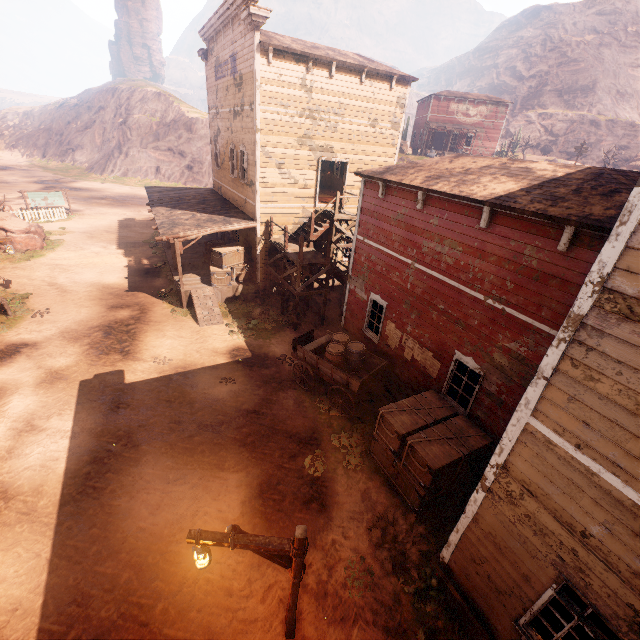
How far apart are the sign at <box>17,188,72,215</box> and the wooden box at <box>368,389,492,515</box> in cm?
3359

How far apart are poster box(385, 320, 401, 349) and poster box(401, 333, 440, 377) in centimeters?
9cm

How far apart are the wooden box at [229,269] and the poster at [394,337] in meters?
8.9 m

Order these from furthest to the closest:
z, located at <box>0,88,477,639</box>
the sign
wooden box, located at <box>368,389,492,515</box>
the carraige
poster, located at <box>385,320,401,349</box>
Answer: the sign
poster, located at <box>385,320,401,349</box>
the carraige
wooden box, located at <box>368,389,492,515</box>
z, located at <box>0,88,477,639</box>

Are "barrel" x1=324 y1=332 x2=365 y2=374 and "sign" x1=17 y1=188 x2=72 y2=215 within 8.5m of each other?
no

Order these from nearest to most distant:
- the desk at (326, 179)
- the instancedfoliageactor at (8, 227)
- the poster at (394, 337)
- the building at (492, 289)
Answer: the building at (492, 289)
the poster at (394, 337)
the instancedfoliageactor at (8, 227)
the desk at (326, 179)

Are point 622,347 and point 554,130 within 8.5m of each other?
no

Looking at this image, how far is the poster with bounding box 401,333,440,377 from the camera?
9.5 meters
